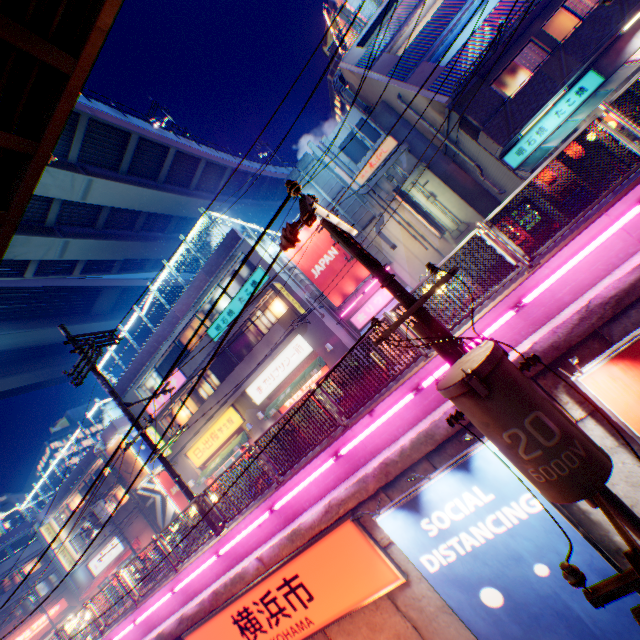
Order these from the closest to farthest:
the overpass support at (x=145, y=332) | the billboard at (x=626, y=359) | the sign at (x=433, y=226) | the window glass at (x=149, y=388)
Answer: the billboard at (x=626, y=359) < the sign at (x=433, y=226) < the window glass at (x=149, y=388) < the overpass support at (x=145, y=332)

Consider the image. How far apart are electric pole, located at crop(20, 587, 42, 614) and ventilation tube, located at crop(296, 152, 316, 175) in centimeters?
4389cm

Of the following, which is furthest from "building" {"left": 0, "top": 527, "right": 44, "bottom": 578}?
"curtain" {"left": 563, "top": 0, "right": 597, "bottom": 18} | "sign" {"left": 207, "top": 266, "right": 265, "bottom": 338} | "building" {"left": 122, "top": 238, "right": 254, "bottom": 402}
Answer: "curtain" {"left": 563, "top": 0, "right": 597, "bottom": 18}

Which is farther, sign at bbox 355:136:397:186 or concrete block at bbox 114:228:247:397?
concrete block at bbox 114:228:247:397

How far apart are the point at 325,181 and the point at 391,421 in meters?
15.8

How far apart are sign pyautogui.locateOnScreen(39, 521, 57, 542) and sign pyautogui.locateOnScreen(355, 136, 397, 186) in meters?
44.2

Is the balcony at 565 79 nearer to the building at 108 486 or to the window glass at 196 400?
the window glass at 196 400

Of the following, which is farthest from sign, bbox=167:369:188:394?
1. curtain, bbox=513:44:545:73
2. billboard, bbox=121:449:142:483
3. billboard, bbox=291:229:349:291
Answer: curtain, bbox=513:44:545:73
